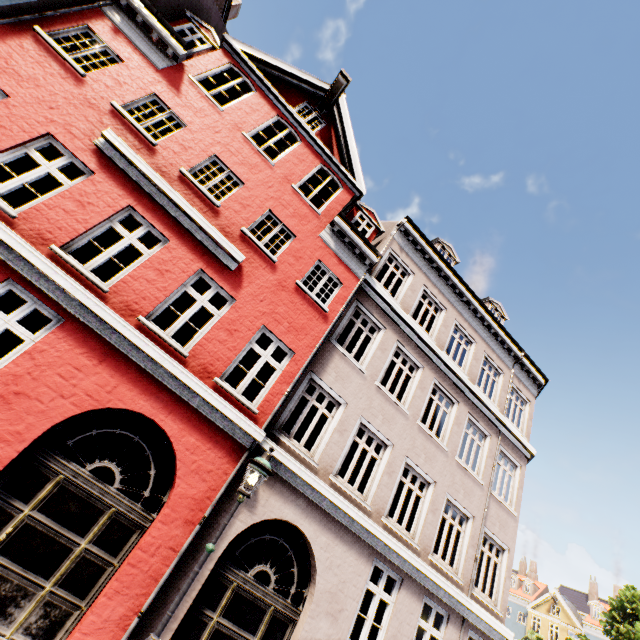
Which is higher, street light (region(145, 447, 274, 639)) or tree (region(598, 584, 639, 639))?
tree (region(598, 584, 639, 639))

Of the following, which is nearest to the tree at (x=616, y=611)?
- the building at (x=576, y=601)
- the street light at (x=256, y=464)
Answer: the building at (x=576, y=601)

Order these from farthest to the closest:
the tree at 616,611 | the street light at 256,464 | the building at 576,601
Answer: the tree at 616,611 < the building at 576,601 < the street light at 256,464

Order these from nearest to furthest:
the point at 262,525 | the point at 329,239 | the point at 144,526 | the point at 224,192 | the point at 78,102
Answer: the point at 144,526 → the point at 78,102 → the point at 329,239 → the point at 262,525 → the point at 224,192

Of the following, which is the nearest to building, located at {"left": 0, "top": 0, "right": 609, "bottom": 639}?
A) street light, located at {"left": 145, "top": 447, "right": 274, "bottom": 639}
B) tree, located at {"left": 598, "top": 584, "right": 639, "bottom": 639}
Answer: street light, located at {"left": 145, "top": 447, "right": 274, "bottom": 639}

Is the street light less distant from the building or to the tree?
the building

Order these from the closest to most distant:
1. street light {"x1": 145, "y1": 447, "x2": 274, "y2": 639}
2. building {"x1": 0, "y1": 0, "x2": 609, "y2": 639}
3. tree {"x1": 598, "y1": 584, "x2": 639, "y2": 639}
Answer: street light {"x1": 145, "y1": 447, "x2": 274, "y2": 639}
building {"x1": 0, "y1": 0, "x2": 609, "y2": 639}
tree {"x1": 598, "y1": 584, "x2": 639, "y2": 639}
